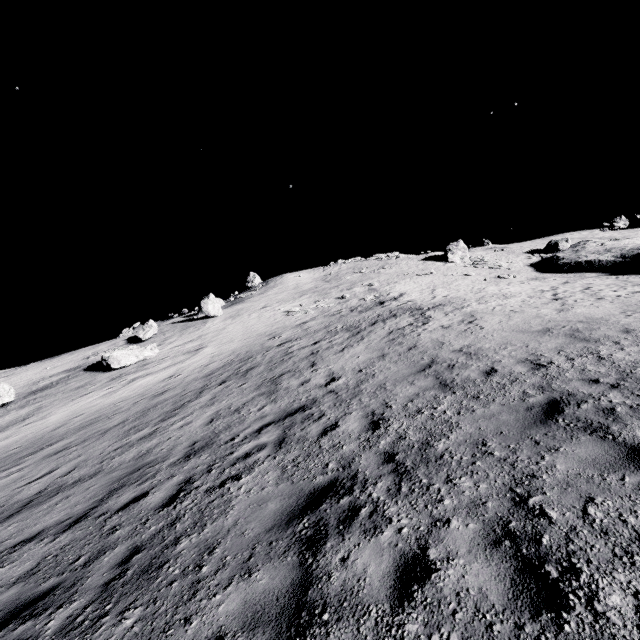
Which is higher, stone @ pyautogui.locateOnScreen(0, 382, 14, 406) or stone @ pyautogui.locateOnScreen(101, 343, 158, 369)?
stone @ pyautogui.locateOnScreen(101, 343, 158, 369)

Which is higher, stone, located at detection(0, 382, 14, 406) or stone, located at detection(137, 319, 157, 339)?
stone, located at detection(137, 319, 157, 339)

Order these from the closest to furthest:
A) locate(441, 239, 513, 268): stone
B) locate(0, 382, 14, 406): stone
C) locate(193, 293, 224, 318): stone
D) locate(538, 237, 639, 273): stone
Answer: locate(0, 382, 14, 406): stone, locate(538, 237, 639, 273): stone, locate(193, 293, 224, 318): stone, locate(441, 239, 513, 268): stone

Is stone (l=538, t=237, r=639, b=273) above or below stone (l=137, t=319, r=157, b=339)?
below

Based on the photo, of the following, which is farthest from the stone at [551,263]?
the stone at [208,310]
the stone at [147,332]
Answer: the stone at [147,332]

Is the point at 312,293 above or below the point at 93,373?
above

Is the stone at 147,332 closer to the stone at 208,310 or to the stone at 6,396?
the stone at 208,310

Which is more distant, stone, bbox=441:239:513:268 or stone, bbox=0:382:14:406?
stone, bbox=441:239:513:268
